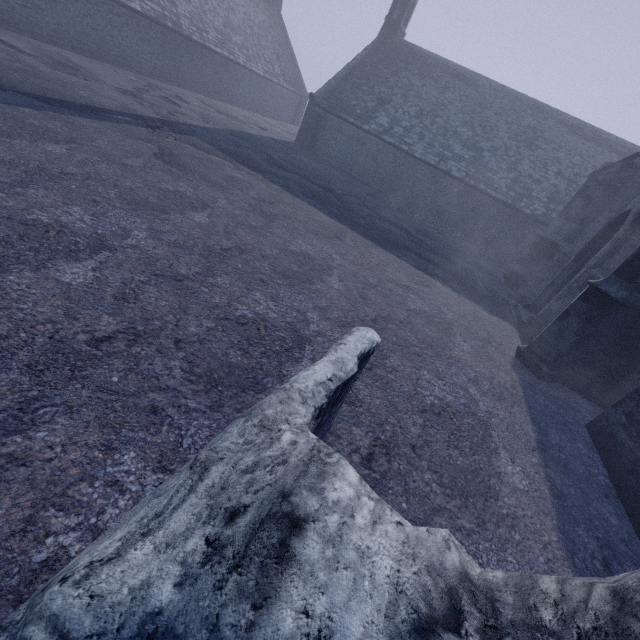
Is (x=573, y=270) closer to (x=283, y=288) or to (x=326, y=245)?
(x=326, y=245)
